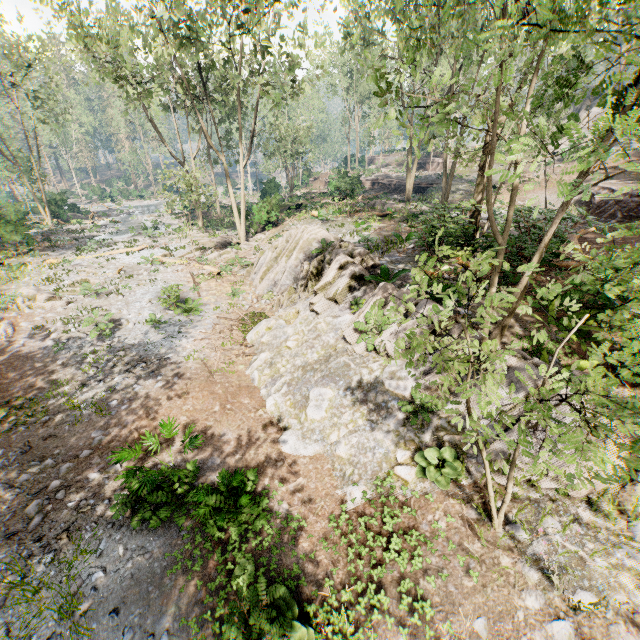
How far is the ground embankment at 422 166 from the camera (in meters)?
43.19

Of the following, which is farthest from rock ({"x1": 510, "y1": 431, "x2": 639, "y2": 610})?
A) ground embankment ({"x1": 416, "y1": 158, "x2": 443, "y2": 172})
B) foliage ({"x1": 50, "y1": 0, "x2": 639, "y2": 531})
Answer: ground embankment ({"x1": 416, "y1": 158, "x2": 443, "y2": 172})

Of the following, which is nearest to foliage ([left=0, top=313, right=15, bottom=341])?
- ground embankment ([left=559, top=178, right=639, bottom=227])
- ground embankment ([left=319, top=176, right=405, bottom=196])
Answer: ground embankment ([left=319, top=176, right=405, bottom=196])

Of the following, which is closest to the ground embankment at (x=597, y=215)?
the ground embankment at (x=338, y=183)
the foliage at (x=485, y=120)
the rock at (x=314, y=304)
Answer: the rock at (x=314, y=304)

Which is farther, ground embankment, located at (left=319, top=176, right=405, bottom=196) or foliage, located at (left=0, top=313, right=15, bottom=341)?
ground embankment, located at (left=319, top=176, right=405, bottom=196)

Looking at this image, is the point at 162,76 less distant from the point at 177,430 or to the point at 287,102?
the point at 287,102

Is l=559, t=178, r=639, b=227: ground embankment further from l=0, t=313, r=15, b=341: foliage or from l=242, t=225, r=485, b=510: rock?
l=0, t=313, r=15, b=341: foliage

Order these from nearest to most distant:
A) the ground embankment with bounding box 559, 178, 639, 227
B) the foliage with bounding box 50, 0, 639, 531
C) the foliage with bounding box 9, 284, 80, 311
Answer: the foliage with bounding box 50, 0, 639, 531 < the ground embankment with bounding box 559, 178, 639, 227 < the foliage with bounding box 9, 284, 80, 311
